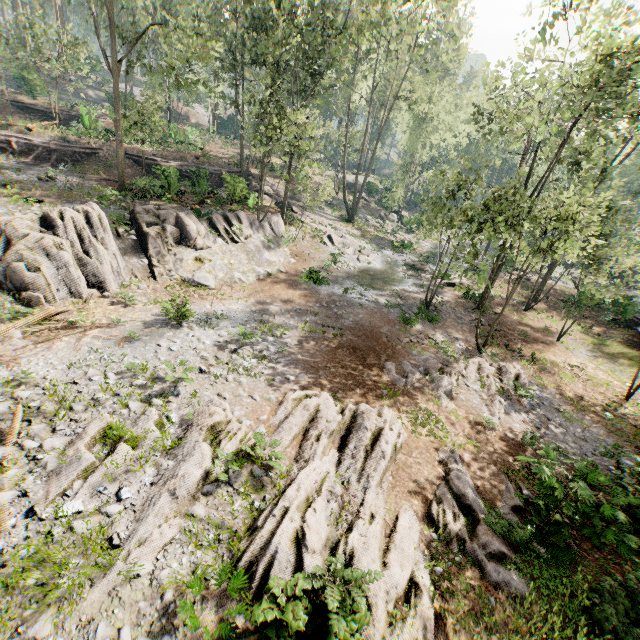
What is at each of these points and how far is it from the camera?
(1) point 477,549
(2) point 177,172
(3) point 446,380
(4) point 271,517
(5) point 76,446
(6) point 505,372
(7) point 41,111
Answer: (1) foliage, 7.5m
(2) ground embankment, 22.0m
(3) foliage, 14.5m
(4) foliage, 6.8m
(5) foliage, 7.8m
(6) foliage, 16.2m
(7) ground embankment, 36.0m

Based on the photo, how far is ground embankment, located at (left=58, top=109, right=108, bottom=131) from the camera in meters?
30.7

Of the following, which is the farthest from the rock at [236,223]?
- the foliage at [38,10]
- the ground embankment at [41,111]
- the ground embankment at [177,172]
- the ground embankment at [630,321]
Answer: the ground embankment at [630,321]

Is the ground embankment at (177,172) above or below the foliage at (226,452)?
above

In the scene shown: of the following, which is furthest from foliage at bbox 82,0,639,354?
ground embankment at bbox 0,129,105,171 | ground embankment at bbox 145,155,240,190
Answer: ground embankment at bbox 0,129,105,171

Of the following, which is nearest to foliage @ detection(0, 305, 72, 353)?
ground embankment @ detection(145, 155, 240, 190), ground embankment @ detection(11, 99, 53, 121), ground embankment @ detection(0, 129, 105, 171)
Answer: ground embankment @ detection(145, 155, 240, 190)

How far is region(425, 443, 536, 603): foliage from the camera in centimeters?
718cm

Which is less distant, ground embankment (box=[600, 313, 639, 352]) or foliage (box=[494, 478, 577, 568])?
foliage (box=[494, 478, 577, 568])
